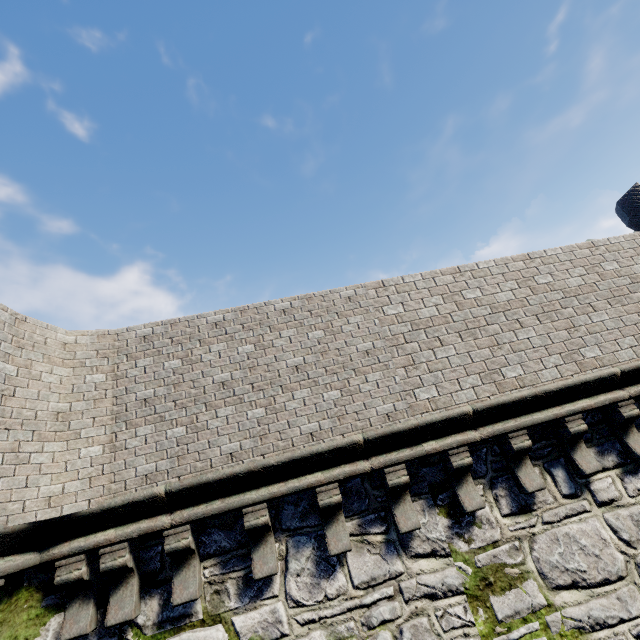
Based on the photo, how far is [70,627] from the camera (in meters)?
→ 3.78
